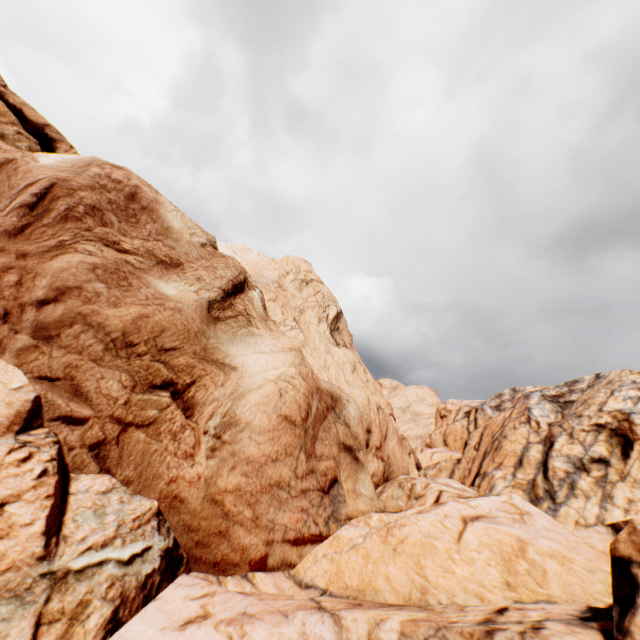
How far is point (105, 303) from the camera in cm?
972
